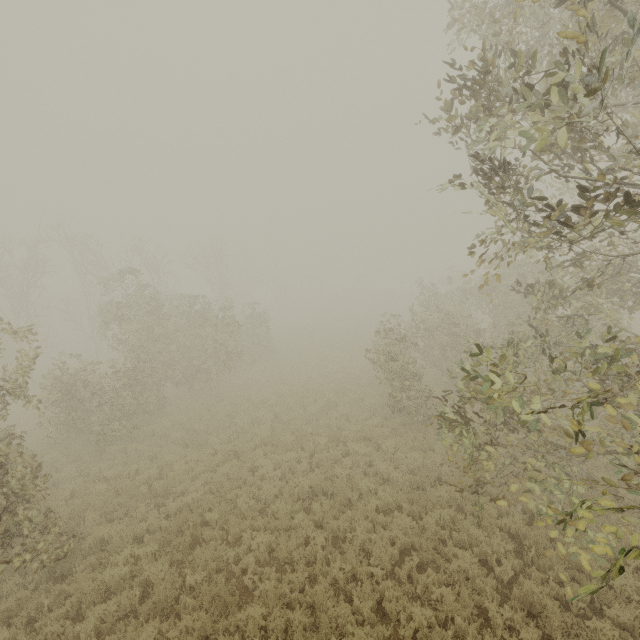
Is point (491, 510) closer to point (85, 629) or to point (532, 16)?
point (85, 629)

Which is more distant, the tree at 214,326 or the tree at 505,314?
the tree at 214,326

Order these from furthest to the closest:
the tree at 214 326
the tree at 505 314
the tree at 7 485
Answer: the tree at 214 326 < the tree at 7 485 < the tree at 505 314

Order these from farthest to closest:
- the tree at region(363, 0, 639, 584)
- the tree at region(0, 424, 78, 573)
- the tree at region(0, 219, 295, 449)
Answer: the tree at region(0, 219, 295, 449), the tree at region(0, 424, 78, 573), the tree at region(363, 0, 639, 584)

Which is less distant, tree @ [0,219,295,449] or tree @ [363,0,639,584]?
tree @ [363,0,639,584]
